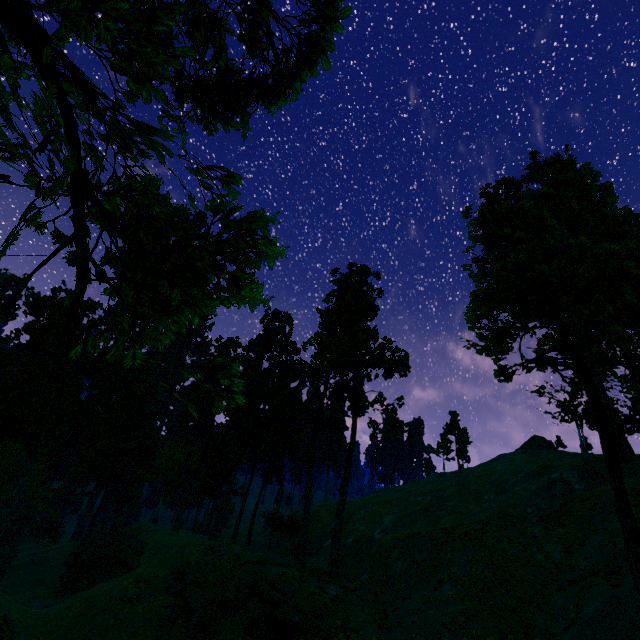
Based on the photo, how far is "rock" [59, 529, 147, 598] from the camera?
31.9 meters

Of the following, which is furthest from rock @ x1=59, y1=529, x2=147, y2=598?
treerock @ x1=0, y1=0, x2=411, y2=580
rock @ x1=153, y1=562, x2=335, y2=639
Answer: rock @ x1=153, y1=562, x2=335, y2=639

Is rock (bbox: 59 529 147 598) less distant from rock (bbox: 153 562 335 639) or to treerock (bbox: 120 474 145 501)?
treerock (bbox: 120 474 145 501)

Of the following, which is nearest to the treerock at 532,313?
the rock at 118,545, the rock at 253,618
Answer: the rock at 118,545

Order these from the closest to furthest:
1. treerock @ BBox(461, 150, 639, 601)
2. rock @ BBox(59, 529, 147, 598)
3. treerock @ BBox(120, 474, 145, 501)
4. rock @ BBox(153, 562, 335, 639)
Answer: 1. treerock @ BBox(461, 150, 639, 601)
2. rock @ BBox(153, 562, 335, 639)
3. rock @ BBox(59, 529, 147, 598)
4. treerock @ BBox(120, 474, 145, 501)

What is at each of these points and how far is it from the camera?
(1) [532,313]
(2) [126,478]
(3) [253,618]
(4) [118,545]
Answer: (1) treerock, 16.4m
(2) treerock, 49.4m
(3) rock, 21.4m
(4) rock, 42.0m
